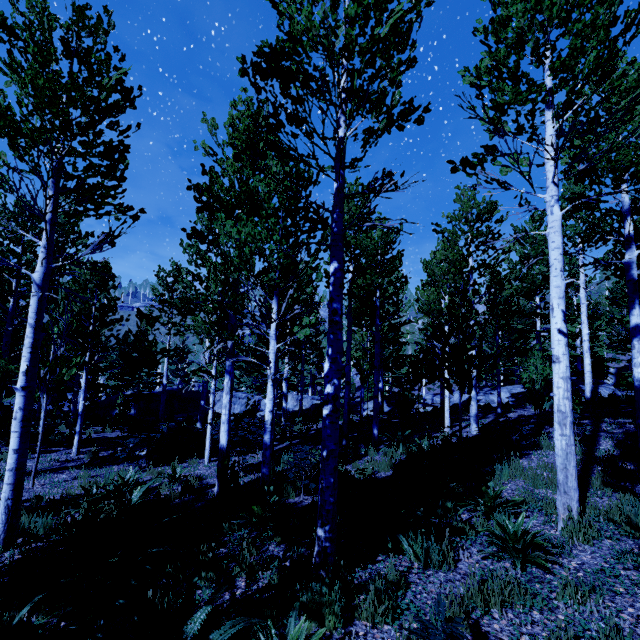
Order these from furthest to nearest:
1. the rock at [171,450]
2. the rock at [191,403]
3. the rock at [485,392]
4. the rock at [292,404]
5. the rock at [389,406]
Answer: the rock at [292,404]
the rock at [191,403]
the rock at [389,406]
the rock at [485,392]
the rock at [171,450]

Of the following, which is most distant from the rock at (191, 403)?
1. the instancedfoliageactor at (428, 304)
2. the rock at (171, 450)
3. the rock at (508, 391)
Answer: the rock at (171, 450)

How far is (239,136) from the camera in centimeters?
761cm

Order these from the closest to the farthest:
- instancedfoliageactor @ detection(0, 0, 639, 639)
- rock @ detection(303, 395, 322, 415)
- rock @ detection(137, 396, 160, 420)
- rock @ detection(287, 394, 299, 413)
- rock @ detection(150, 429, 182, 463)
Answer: instancedfoliageactor @ detection(0, 0, 639, 639)
rock @ detection(150, 429, 182, 463)
rock @ detection(303, 395, 322, 415)
rock @ detection(287, 394, 299, 413)
rock @ detection(137, 396, 160, 420)

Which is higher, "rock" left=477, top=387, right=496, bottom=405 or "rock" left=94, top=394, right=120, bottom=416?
"rock" left=477, top=387, right=496, bottom=405

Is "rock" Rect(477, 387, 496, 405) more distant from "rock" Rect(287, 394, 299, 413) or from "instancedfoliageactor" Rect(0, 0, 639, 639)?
"rock" Rect(287, 394, 299, 413)

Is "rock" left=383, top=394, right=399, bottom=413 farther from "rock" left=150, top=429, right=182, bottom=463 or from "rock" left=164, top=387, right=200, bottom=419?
"rock" left=150, top=429, right=182, bottom=463
